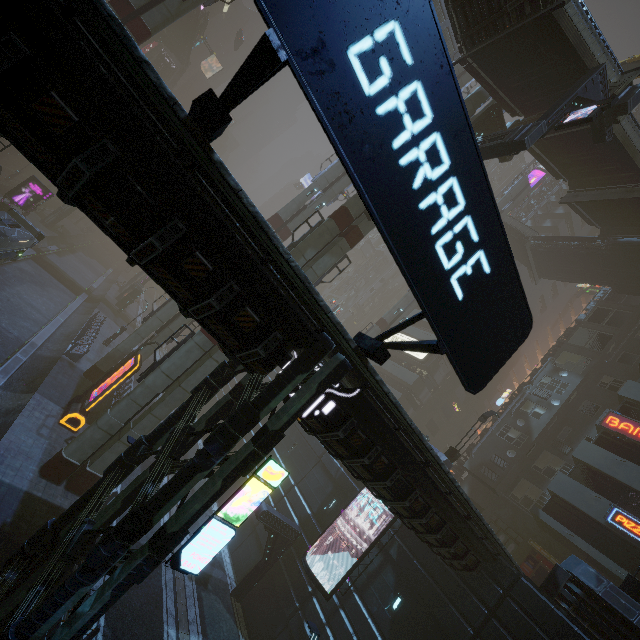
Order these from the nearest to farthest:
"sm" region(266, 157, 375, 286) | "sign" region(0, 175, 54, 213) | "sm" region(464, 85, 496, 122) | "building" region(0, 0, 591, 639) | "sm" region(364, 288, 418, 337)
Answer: "building" region(0, 0, 591, 639) < "sm" region(266, 157, 375, 286) < "sm" region(464, 85, 496, 122) < "sign" region(0, 175, 54, 213) < "sm" region(364, 288, 418, 337)

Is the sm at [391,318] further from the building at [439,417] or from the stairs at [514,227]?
the building at [439,417]

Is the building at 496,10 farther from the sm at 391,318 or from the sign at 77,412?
the sign at 77,412

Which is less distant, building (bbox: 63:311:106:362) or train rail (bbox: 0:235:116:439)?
train rail (bbox: 0:235:116:439)

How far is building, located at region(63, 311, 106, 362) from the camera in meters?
23.7

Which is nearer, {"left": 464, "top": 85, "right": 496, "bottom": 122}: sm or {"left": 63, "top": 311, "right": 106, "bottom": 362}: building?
{"left": 464, "top": 85, "right": 496, "bottom": 122}: sm

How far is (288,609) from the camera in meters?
16.5

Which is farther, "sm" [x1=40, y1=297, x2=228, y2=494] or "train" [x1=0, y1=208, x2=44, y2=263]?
"train" [x1=0, y1=208, x2=44, y2=263]
